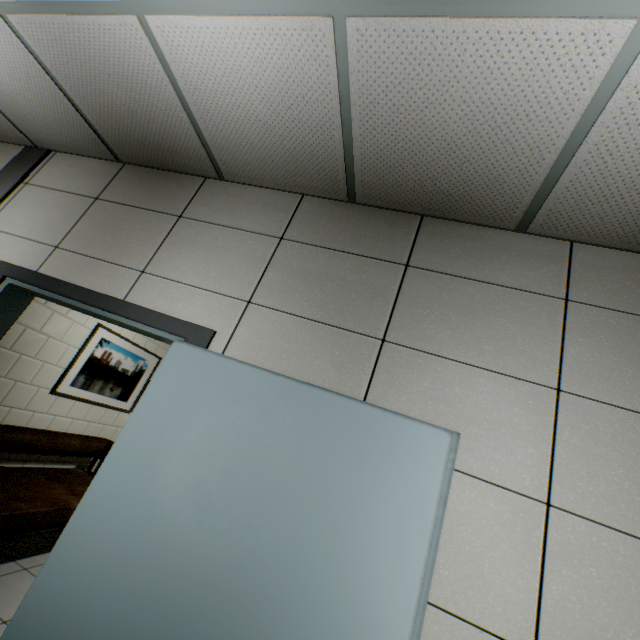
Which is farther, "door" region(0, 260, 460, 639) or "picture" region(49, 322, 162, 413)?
"picture" region(49, 322, 162, 413)

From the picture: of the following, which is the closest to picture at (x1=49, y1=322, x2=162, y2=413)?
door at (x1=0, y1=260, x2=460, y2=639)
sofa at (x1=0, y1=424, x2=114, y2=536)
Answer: sofa at (x1=0, y1=424, x2=114, y2=536)

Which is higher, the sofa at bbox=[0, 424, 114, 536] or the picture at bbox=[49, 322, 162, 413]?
the picture at bbox=[49, 322, 162, 413]

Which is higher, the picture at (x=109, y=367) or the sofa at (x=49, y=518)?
the picture at (x=109, y=367)

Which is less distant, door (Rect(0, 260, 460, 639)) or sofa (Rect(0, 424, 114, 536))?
door (Rect(0, 260, 460, 639))

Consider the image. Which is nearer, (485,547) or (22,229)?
(485,547)

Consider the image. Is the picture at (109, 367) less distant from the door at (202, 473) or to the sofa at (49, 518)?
the sofa at (49, 518)

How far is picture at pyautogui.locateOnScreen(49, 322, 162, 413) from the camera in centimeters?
371cm
